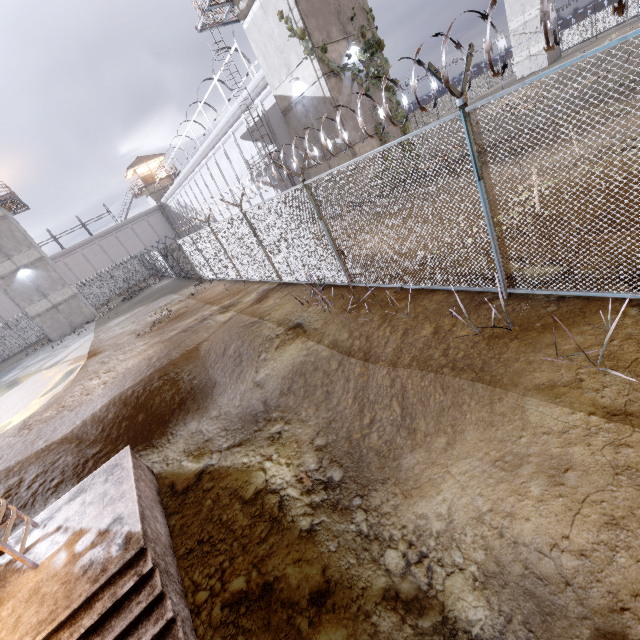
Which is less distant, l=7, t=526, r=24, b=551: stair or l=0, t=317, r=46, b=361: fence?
l=7, t=526, r=24, b=551: stair

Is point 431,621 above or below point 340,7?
below

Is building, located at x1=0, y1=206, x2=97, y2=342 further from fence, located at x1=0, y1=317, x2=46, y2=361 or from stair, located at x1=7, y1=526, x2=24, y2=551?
stair, located at x1=7, y1=526, x2=24, y2=551

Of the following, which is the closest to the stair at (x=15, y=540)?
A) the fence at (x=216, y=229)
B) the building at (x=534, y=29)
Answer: the fence at (x=216, y=229)

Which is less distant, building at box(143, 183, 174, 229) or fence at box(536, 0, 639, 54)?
fence at box(536, 0, 639, 54)

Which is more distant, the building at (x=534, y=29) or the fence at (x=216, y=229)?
Answer: the building at (x=534, y=29)

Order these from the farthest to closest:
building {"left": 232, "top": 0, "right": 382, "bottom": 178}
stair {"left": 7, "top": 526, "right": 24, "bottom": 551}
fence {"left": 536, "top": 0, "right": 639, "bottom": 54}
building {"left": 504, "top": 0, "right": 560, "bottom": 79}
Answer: building {"left": 504, "top": 0, "right": 560, "bottom": 79} → building {"left": 232, "top": 0, "right": 382, "bottom": 178} → stair {"left": 7, "top": 526, "right": 24, "bottom": 551} → fence {"left": 536, "top": 0, "right": 639, "bottom": 54}

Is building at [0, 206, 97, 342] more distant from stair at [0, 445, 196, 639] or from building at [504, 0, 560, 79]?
building at [504, 0, 560, 79]
